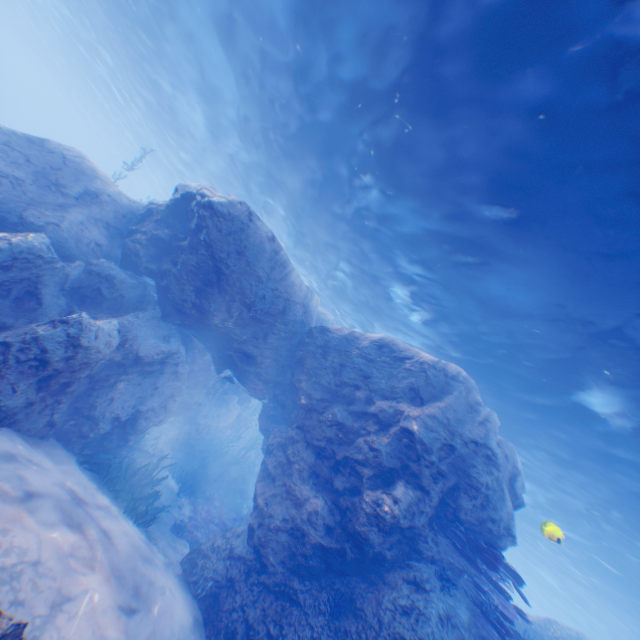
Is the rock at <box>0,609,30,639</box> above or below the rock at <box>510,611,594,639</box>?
below

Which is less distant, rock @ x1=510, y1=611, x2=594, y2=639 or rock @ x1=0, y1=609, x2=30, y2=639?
rock @ x1=0, y1=609, x2=30, y2=639

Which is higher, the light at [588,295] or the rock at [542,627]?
the light at [588,295]

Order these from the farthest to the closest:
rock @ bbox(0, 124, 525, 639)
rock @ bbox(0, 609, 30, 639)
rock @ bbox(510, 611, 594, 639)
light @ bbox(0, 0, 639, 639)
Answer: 1. rock @ bbox(510, 611, 594, 639)
2. rock @ bbox(0, 124, 525, 639)
3. light @ bbox(0, 0, 639, 639)
4. rock @ bbox(0, 609, 30, 639)

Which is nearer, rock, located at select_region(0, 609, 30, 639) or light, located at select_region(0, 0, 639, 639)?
rock, located at select_region(0, 609, 30, 639)

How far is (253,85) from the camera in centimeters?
1213cm

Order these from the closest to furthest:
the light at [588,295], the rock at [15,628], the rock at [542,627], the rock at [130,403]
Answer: the rock at [15,628]
the light at [588,295]
the rock at [130,403]
the rock at [542,627]
